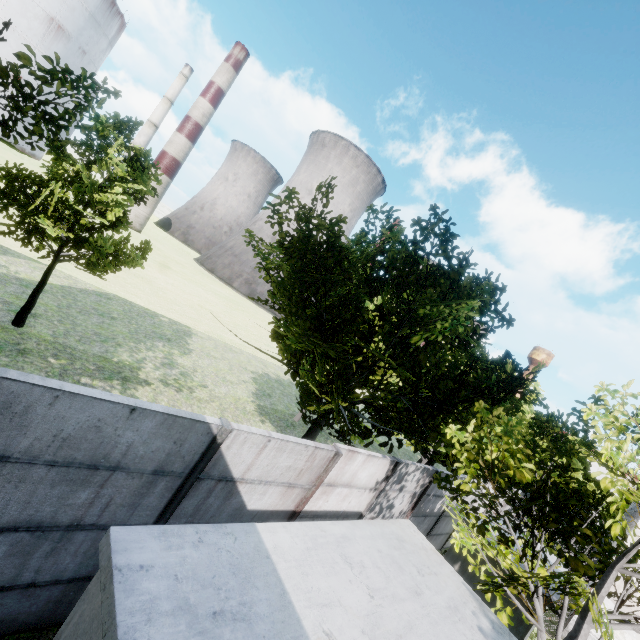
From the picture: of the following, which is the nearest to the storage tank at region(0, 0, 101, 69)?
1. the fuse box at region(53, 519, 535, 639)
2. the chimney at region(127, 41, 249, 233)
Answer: the chimney at region(127, 41, 249, 233)

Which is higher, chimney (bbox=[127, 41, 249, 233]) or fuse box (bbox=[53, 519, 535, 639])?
chimney (bbox=[127, 41, 249, 233])

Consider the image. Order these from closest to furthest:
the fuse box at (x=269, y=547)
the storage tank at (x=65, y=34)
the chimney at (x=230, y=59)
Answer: the fuse box at (x=269, y=547)
the storage tank at (x=65, y=34)
the chimney at (x=230, y=59)

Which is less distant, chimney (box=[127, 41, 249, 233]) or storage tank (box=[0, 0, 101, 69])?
storage tank (box=[0, 0, 101, 69])

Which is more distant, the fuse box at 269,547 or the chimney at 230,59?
the chimney at 230,59

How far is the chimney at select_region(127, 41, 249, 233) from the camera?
57.1m

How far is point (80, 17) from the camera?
58.6 meters
